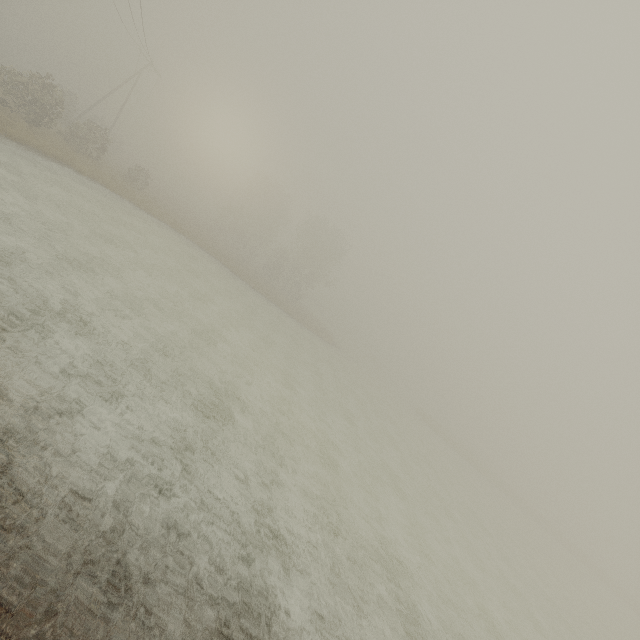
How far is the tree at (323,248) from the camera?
48.8 meters

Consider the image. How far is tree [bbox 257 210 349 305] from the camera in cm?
4877

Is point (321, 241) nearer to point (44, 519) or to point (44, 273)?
point (44, 273)
